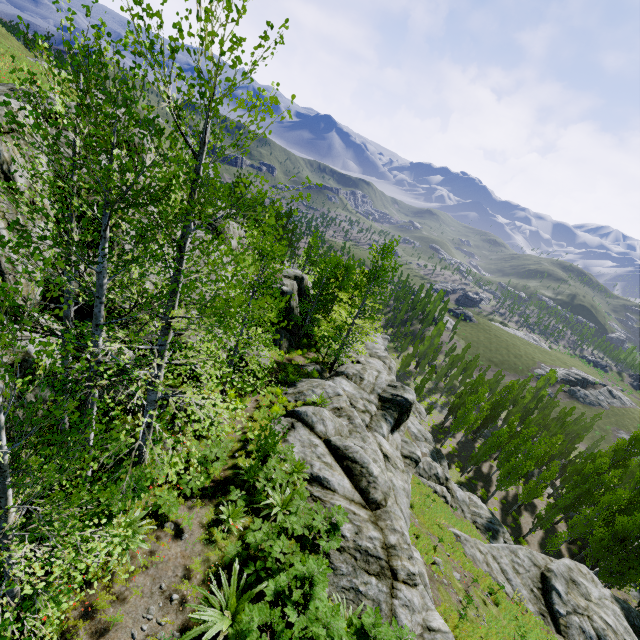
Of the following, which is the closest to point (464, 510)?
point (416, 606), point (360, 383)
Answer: point (360, 383)

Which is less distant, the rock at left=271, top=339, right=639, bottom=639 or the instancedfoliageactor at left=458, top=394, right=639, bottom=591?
the rock at left=271, top=339, right=639, bottom=639

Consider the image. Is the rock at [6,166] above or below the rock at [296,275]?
above

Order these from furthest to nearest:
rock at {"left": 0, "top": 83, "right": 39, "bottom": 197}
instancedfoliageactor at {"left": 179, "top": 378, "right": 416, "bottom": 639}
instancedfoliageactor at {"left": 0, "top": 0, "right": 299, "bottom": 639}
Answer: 1. rock at {"left": 0, "top": 83, "right": 39, "bottom": 197}
2. instancedfoliageactor at {"left": 179, "top": 378, "right": 416, "bottom": 639}
3. instancedfoliageactor at {"left": 0, "top": 0, "right": 299, "bottom": 639}

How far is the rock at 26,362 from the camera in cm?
857

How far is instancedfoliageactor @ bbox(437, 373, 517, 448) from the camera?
43.5 meters

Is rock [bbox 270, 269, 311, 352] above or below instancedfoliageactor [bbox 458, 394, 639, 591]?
above
